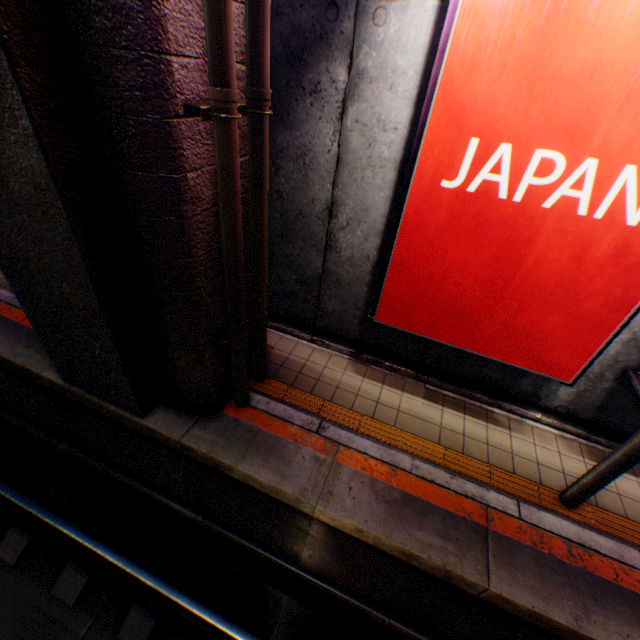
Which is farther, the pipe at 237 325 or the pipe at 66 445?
the pipe at 66 445

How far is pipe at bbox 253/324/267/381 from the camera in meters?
4.6 m

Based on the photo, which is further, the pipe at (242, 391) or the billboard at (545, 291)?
the pipe at (242, 391)

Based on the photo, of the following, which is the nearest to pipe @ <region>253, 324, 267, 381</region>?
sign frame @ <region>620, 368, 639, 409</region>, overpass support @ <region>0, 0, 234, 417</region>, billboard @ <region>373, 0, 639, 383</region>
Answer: overpass support @ <region>0, 0, 234, 417</region>

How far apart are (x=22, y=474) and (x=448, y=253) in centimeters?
688cm

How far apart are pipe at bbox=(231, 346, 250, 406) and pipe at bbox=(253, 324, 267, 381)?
0.24m

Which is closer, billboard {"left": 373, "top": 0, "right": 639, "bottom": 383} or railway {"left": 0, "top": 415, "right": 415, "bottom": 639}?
billboard {"left": 373, "top": 0, "right": 639, "bottom": 383}

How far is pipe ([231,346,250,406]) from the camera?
4.19m
